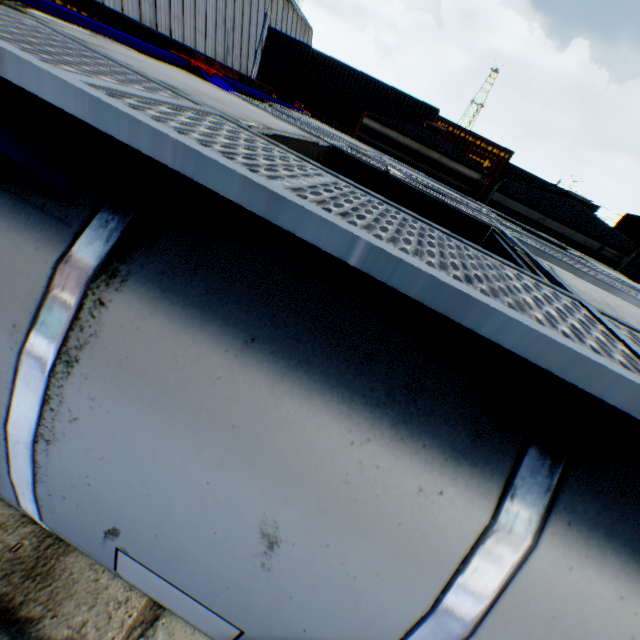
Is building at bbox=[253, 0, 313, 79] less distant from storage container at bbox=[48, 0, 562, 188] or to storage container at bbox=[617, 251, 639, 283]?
storage container at bbox=[48, 0, 562, 188]

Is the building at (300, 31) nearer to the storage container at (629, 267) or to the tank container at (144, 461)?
the tank container at (144, 461)

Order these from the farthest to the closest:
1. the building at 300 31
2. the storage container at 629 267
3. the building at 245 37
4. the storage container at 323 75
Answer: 1. the building at 300 31
2. the building at 245 37
3. the storage container at 629 267
4. the storage container at 323 75

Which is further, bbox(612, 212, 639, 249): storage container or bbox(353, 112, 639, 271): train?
bbox(612, 212, 639, 249): storage container

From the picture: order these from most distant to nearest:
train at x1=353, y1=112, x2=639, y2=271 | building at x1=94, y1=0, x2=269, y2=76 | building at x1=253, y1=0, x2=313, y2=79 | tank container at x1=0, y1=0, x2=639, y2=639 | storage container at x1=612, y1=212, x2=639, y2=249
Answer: building at x1=253, y1=0, x2=313, y2=79, building at x1=94, y1=0, x2=269, y2=76, storage container at x1=612, y1=212, x2=639, y2=249, train at x1=353, y1=112, x2=639, y2=271, tank container at x1=0, y1=0, x2=639, y2=639

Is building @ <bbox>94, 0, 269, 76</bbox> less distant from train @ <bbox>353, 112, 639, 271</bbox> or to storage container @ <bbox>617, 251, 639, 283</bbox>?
train @ <bbox>353, 112, 639, 271</bbox>

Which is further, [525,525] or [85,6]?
[85,6]

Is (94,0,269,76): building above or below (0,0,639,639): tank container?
above
